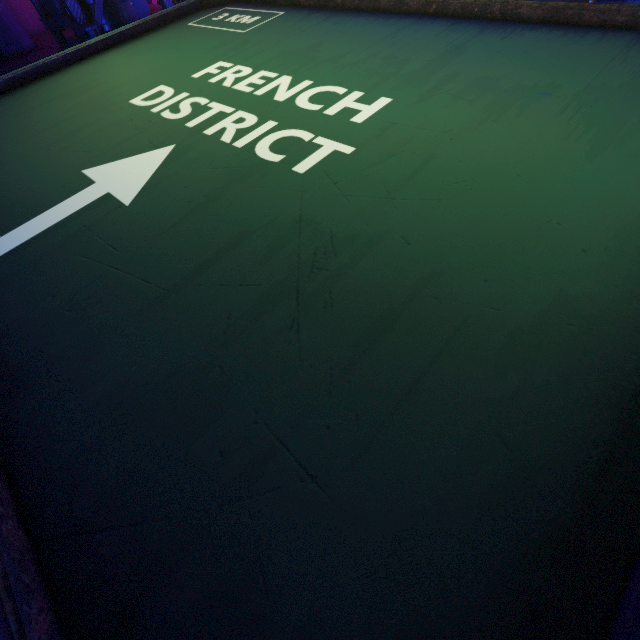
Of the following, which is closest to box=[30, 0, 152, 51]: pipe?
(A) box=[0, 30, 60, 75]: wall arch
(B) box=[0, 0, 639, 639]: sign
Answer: (A) box=[0, 30, 60, 75]: wall arch

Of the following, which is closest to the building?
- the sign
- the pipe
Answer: the pipe

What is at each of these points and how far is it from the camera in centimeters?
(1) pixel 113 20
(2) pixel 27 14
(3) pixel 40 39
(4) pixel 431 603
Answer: (1) pipe, 685cm
(2) building, 1006cm
(3) wall arch, 921cm
(4) sign, 94cm

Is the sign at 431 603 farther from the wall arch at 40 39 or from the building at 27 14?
the building at 27 14

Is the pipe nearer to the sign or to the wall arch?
the wall arch

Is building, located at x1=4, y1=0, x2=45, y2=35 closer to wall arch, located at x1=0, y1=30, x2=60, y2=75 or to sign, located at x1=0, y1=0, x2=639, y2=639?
wall arch, located at x1=0, y1=30, x2=60, y2=75

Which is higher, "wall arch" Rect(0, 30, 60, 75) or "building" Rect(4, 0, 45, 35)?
"building" Rect(4, 0, 45, 35)

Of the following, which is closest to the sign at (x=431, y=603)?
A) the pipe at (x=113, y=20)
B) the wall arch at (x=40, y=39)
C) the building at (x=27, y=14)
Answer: the wall arch at (x=40, y=39)
